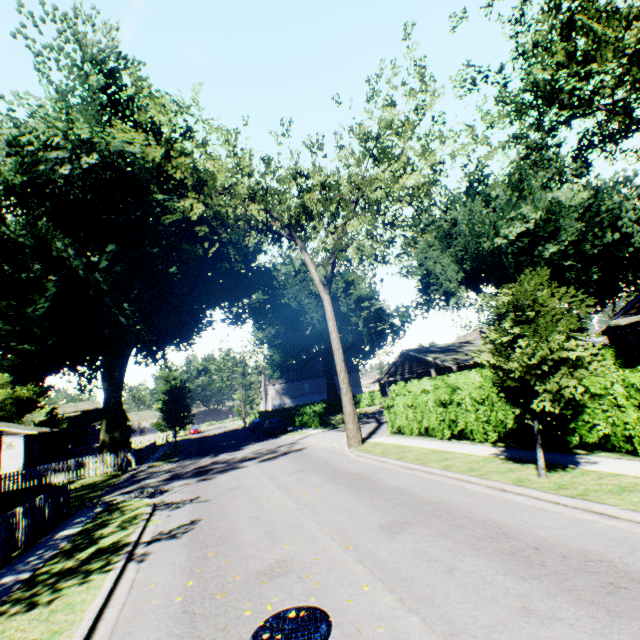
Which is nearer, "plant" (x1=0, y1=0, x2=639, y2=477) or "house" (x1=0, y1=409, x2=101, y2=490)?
"plant" (x1=0, y1=0, x2=639, y2=477)

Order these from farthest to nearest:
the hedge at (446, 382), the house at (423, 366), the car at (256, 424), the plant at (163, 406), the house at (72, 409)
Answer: the plant at (163, 406) < the car at (256, 424) < the house at (72, 409) < the house at (423, 366) < the hedge at (446, 382)

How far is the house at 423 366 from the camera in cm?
2550

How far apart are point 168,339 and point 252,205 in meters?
15.4

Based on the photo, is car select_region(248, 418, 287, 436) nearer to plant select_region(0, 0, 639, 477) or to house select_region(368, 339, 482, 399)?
plant select_region(0, 0, 639, 477)

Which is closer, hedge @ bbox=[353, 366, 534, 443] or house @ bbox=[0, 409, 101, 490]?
hedge @ bbox=[353, 366, 534, 443]

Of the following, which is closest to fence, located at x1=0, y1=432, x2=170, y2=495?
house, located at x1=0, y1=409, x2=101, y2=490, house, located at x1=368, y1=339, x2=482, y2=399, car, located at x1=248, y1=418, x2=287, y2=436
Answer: house, located at x1=0, y1=409, x2=101, y2=490

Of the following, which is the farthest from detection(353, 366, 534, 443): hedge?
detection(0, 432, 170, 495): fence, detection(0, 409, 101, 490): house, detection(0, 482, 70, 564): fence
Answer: detection(0, 409, 101, 490): house
